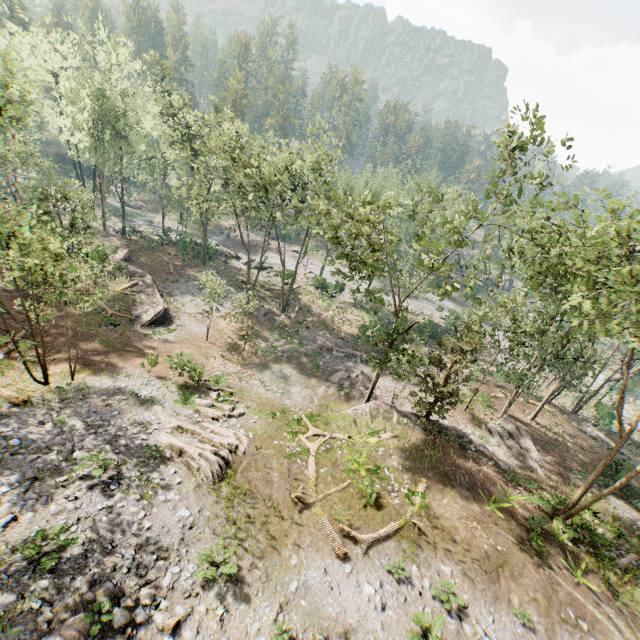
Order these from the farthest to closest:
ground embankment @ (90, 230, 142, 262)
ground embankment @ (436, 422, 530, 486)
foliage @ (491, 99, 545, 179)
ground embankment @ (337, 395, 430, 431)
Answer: ground embankment @ (90, 230, 142, 262), ground embankment @ (337, 395, 430, 431), ground embankment @ (436, 422, 530, 486), foliage @ (491, 99, 545, 179)

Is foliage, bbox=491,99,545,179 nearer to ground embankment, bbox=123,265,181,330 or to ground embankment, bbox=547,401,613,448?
ground embankment, bbox=547,401,613,448

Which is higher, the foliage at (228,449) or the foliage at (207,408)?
the foliage at (228,449)

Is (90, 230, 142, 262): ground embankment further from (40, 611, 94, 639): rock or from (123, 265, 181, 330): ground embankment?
(40, 611, 94, 639): rock

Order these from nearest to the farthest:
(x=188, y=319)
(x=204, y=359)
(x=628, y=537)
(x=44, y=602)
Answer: (x=44, y=602), (x=628, y=537), (x=204, y=359), (x=188, y=319)

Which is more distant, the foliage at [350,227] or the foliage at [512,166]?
the foliage at [512,166]

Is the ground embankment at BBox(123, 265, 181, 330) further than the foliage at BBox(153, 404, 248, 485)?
Yes

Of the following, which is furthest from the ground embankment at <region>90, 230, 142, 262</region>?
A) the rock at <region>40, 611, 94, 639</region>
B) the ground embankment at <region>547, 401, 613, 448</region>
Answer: the ground embankment at <region>547, 401, 613, 448</region>
